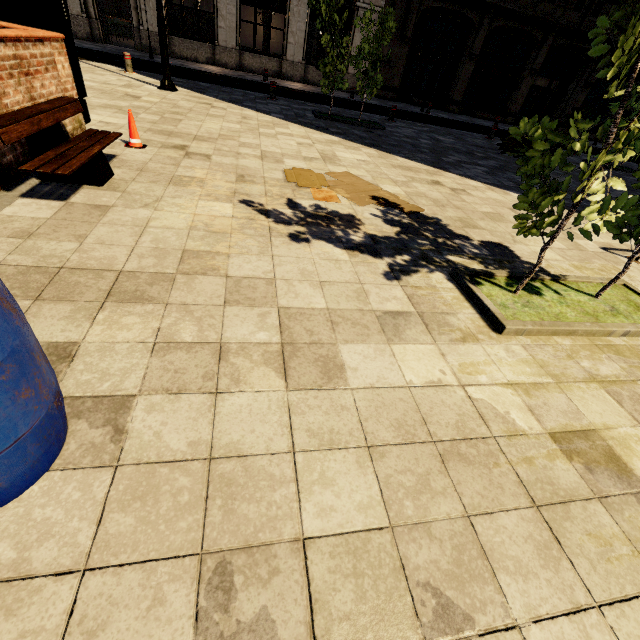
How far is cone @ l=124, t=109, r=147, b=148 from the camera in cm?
488

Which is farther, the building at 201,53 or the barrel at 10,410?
the building at 201,53

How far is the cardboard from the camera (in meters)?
4.88

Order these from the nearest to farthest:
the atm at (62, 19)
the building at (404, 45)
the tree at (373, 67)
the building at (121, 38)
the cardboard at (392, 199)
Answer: the atm at (62, 19), the cardboard at (392, 199), the tree at (373, 67), the building at (121, 38), the building at (404, 45)

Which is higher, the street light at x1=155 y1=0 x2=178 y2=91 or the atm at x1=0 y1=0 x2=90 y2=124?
the atm at x1=0 y1=0 x2=90 y2=124

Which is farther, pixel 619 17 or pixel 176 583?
pixel 619 17

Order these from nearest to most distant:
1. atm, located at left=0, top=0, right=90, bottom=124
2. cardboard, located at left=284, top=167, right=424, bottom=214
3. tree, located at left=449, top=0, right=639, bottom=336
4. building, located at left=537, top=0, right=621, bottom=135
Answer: tree, located at left=449, top=0, right=639, bottom=336 < atm, located at left=0, top=0, right=90, bottom=124 < cardboard, located at left=284, top=167, right=424, bottom=214 < building, located at left=537, top=0, right=621, bottom=135

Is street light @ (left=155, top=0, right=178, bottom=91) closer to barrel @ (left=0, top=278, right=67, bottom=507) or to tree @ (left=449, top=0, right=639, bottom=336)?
tree @ (left=449, top=0, right=639, bottom=336)
